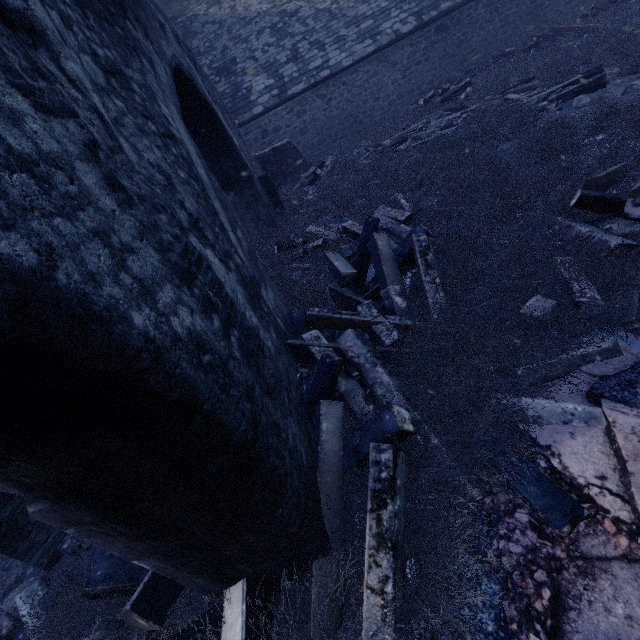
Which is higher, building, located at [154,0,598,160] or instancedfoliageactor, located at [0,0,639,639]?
building, located at [154,0,598,160]

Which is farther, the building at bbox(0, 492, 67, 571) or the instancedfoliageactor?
the building at bbox(0, 492, 67, 571)

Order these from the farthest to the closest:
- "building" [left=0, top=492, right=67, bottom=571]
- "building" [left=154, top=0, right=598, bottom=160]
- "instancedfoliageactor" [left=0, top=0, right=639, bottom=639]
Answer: "building" [left=154, top=0, right=598, bottom=160] → "building" [left=0, top=492, right=67, bottom=571] → "instancedfoliageactor" [left=0, top=0, right=639, bottom=639]

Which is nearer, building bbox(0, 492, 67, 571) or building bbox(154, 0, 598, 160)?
building bbox(0, 492, 67, 571)

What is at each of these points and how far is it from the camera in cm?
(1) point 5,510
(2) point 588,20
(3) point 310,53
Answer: (1) building, 293
(2) instancedfoliageactor, 1194
(3) building, 1317

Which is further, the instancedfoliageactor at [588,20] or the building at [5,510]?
the building at [5,510]
